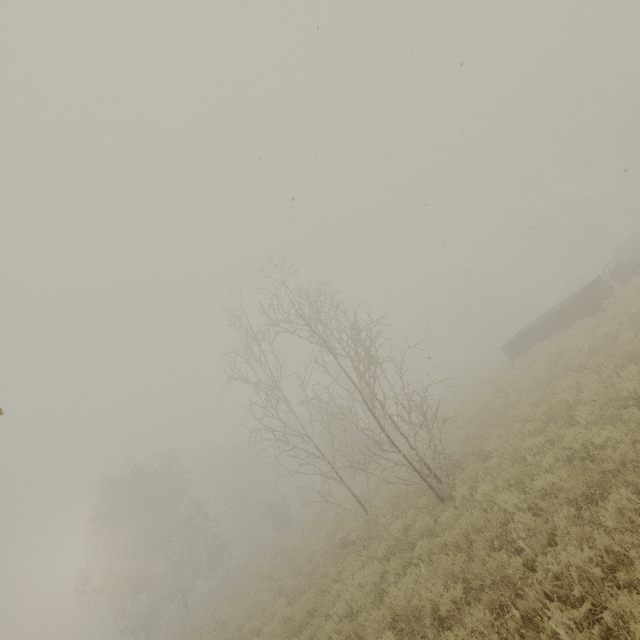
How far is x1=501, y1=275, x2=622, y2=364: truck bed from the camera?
16.0 meters

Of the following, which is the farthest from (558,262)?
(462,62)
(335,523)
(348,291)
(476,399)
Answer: (462,62)

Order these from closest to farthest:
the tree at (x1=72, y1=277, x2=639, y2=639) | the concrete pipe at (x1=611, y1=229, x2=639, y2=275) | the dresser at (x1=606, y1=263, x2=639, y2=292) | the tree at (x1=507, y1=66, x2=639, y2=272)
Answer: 1. the tree at (x1=72, y1=277, x2=639, y2=639)
2. the dresser at (x1=606, y1=263, x2=639, y2=292)
3. the concrete pipe at (x1=611, y1=229, x2=639, y2=275)
4. the tree at (x1=507, y1=66, x2=639, y2=272)

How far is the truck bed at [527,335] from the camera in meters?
16.0

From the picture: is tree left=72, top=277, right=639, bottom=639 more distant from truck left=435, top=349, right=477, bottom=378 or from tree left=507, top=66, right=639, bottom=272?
tree left=507, top=66, right=639, bottom=272

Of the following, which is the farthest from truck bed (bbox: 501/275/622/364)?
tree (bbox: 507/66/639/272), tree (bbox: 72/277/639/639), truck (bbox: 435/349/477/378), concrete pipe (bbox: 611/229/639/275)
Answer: truck (bbox: 435/349/477/378)

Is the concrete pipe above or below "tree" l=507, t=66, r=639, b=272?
below

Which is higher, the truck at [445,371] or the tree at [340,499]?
the truck at [445,371]
